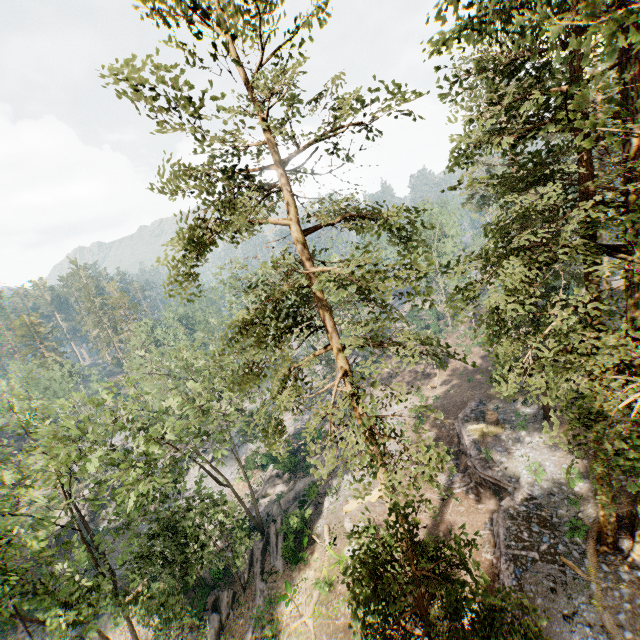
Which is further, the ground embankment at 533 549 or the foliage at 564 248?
the ground embankment at 533 549

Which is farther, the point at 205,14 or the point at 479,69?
the point at 479,69

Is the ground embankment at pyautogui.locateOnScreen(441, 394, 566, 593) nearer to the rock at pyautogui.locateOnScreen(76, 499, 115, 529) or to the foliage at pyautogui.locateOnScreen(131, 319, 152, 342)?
the foliage at pyautogui.locateOnScreen(131, 319, 152, 342)

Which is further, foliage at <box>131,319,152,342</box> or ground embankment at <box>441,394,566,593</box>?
foliage at <box>131,319,152,342</box>

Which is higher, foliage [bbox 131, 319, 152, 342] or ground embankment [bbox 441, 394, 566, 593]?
foliage [bbox 131, 319, 152, 342]

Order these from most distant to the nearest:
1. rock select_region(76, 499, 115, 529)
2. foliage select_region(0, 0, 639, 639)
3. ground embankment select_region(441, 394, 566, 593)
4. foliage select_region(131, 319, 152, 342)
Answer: foliage select_region(131, 319, 152, 342), rock select_region(76, 499, 115, 529), ground embankment select_region(441, 394, 566, 593), foliage select_region(0, 0, 639, 639)

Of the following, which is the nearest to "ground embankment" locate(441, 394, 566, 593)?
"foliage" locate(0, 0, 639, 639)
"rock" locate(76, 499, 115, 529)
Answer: "foliage" locate(0, 0, 639, 639)
